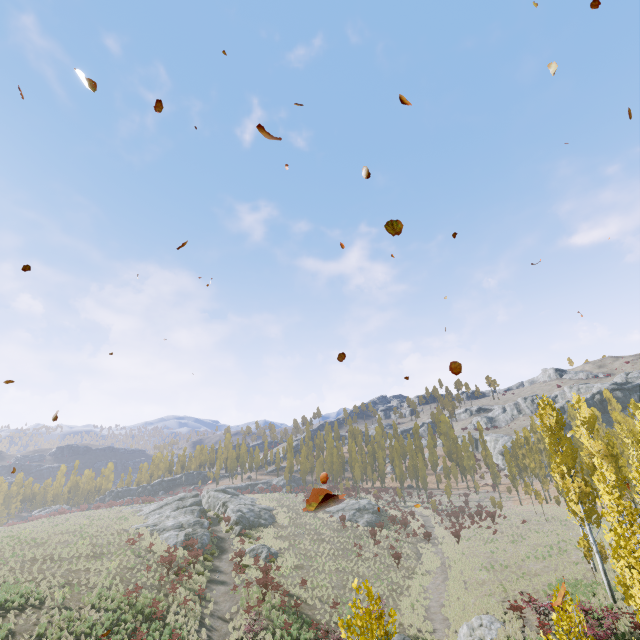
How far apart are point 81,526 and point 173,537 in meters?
13.0 m

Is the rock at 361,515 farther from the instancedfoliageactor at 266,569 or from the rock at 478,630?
the rock at 478,630

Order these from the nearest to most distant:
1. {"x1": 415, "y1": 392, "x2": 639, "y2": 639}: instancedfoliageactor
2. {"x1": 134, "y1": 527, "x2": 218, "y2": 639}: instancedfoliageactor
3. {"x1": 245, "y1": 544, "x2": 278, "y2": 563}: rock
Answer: {"x1": 415, "y1": 392, "x2": 639, "y2": 639}: instancedfoliageactor → {"x1": 134, "y1": 527, "x2": 218, "y2": 639}: instancedfoliageactor → {"x1": 245, "y1": 544, "x2": 278, "y2": 563}: rock

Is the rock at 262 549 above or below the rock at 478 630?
above

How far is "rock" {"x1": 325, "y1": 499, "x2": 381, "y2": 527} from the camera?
47.2 meters

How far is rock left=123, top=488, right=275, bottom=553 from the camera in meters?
35.0 m

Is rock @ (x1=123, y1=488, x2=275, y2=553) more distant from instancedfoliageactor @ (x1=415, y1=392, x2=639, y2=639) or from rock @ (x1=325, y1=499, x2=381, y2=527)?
instancedfoliageactor @ (x1=415, y1=392, x2=639, y2=639)

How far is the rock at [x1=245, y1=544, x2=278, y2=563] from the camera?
→ 32.3m
